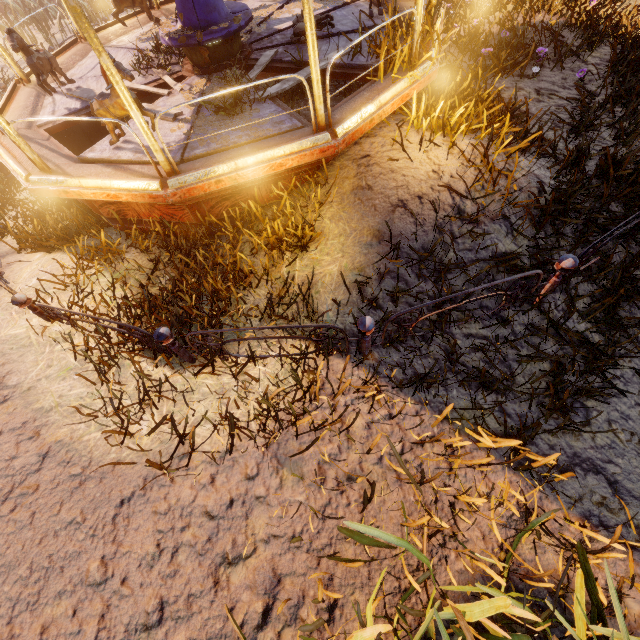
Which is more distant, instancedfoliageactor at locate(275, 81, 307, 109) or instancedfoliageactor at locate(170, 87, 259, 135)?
instancedfoliageactor at locate(275, 81, 307, 109)

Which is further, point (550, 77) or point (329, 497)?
point (550, 77)

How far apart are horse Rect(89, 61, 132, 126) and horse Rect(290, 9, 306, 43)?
2.88m

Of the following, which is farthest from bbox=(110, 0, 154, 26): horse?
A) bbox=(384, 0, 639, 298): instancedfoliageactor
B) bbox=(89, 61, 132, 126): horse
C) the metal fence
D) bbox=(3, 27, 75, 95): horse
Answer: bbox=(89, 61, 132, 126): horse

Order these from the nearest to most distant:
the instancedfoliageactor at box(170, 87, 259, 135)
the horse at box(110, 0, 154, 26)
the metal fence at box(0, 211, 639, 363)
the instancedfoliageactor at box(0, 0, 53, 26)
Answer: the metal fence at box(0, 211, 639, 363) → the instancedfoliageactor at box(170, 87, 259, 135) → the horse at box(110, 0, 154, 26) → the instancedfoliageactor at box(0, 0, 53, 26)

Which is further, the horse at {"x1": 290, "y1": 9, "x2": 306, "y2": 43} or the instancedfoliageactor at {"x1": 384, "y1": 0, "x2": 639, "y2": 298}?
the horse at {"x1": 290, "y1": 9, "x2": 306, "y2": 43}

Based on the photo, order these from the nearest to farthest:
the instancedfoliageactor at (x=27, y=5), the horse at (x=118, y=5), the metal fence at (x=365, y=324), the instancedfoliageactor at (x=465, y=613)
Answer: the instancedfoliageactor at (x=465, y=613) < the metal fence at (x=365, y=324) < the horse at (x=118, y=5) < the instancedfoliageactor at (x=27, y=5)

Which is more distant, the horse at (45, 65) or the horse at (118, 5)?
the horse at (118, 5)
